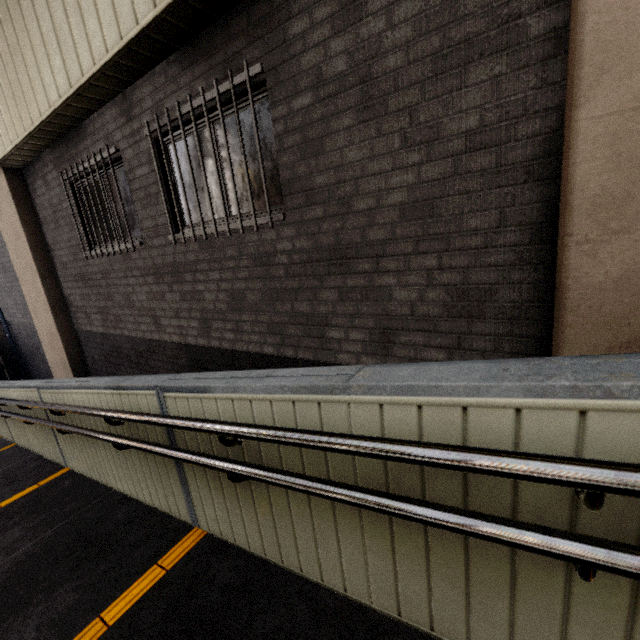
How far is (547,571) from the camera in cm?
102

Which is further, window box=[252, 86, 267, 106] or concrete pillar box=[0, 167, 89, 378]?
concrete pillar box=[0, 167, 89, 378]

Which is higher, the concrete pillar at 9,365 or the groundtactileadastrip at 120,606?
the groundtactileadastrip at 120,606

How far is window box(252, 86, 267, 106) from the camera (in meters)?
2.89

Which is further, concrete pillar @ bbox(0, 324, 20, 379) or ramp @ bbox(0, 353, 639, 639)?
concrete pillar @ bbox(0, 324, 20, 379)

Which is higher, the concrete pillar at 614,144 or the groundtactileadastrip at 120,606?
the concrete pillar at 614,144

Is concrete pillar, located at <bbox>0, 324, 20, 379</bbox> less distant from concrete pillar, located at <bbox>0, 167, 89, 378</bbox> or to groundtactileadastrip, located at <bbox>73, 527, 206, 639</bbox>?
concrete pillar, located at <bbox>0, 167, 89, 378</bbox>

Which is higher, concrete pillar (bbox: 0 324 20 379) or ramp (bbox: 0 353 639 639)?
ramp (bbox: 0 353 639 639)
